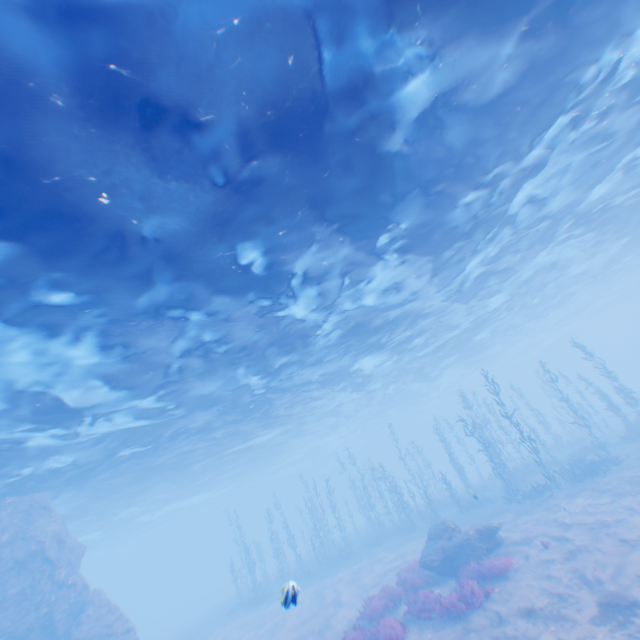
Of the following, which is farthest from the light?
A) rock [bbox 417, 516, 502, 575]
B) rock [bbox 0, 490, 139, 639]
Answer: rock [bbox 417, 516, 502, 575]

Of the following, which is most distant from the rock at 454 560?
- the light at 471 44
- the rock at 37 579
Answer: the light at 471 44

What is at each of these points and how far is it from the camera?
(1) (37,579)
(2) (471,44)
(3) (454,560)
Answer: (1) rock, 17.6 meters
(2) light, 8.0 meters
(3) rock, 14.7 meters

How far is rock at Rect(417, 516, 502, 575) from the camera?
14.4m

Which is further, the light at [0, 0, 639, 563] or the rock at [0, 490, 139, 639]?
the rock at [0, 490, 139, 639]

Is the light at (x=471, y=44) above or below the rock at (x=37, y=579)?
above

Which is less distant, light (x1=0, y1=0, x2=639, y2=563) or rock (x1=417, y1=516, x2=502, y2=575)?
light (x1=0, y1=0, x2=639, y2=563)

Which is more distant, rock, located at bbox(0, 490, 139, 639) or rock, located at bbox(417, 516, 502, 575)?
rock, located at bbox(0, 490, 139, 639)
